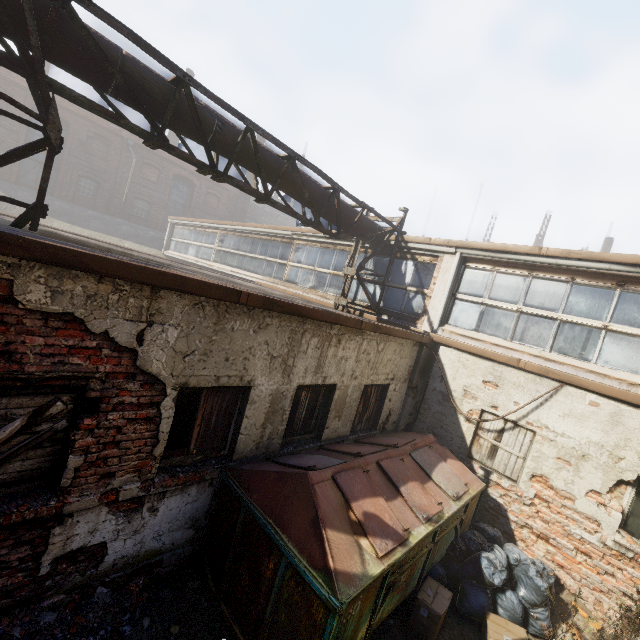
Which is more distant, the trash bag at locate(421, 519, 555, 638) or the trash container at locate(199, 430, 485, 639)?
the trash bag at locate(421, 519, 555, 638)

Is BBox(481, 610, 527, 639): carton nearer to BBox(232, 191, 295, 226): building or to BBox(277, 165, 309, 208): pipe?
BBox(277, 165, 309, 208): pipe

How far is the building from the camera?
29.38m

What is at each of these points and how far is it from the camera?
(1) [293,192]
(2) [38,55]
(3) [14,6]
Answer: (1) pipe, 6.9 meters
(2) scaffolding, 3.6 meters
(3) pipe, 3.5 meters

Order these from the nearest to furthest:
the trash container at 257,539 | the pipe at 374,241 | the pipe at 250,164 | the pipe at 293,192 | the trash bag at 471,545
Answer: the trash container at 257,539 → the trash bag at 471,545 → the pipe at 250,164 → the pipe at 293,192 → the pipe at 374,241

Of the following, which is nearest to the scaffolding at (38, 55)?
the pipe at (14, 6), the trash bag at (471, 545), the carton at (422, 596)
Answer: the pipe at (14, 6)

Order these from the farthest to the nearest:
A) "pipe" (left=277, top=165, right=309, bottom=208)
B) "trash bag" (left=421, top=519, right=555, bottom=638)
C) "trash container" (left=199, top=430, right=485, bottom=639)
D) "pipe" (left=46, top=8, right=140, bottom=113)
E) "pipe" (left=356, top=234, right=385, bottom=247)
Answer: "pipe" (left=356, top=234, right=385, bottom=247), "pipe" (left=277, top=165, right=309, bottom=208), "trash bag" (left=421, top=519, right=555, bottom=638), "pipe" (left=46, top=8, right=140, bottom=113), "trash container" (left=199, top=430, right=485, bottom=639)

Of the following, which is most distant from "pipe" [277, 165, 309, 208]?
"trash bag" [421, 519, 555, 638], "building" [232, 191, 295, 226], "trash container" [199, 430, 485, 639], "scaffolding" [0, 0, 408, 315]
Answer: "building" [232, 191, 295, 226]
